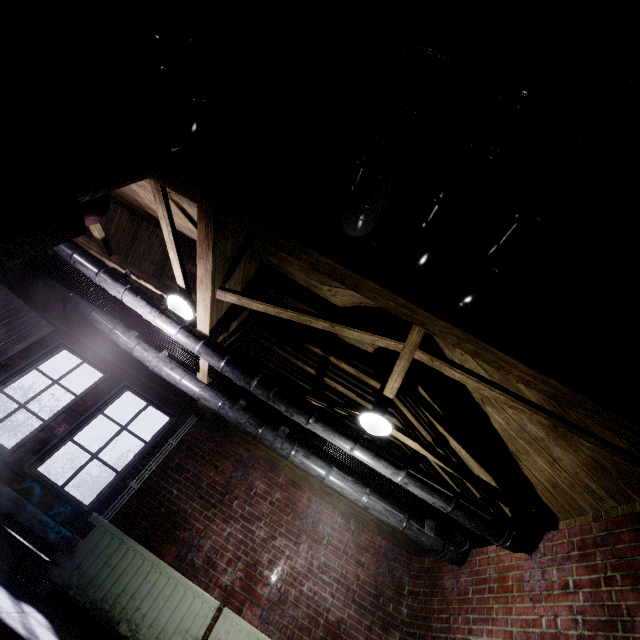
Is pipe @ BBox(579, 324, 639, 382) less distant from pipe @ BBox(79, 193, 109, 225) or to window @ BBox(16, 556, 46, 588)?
pipe @ BBox(79, 193, 109, 225)

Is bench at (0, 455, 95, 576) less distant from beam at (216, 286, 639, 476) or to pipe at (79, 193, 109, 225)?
beam at (216, 286, 639, 476)

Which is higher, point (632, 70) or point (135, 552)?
point (632, 70)

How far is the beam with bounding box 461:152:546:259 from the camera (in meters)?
1.44

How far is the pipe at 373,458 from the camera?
2.50m

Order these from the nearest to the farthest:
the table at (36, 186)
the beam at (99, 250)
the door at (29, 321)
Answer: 1. the table at (36, 186)
2. the beam at (99, 250)
3. the door at (29, 321)
